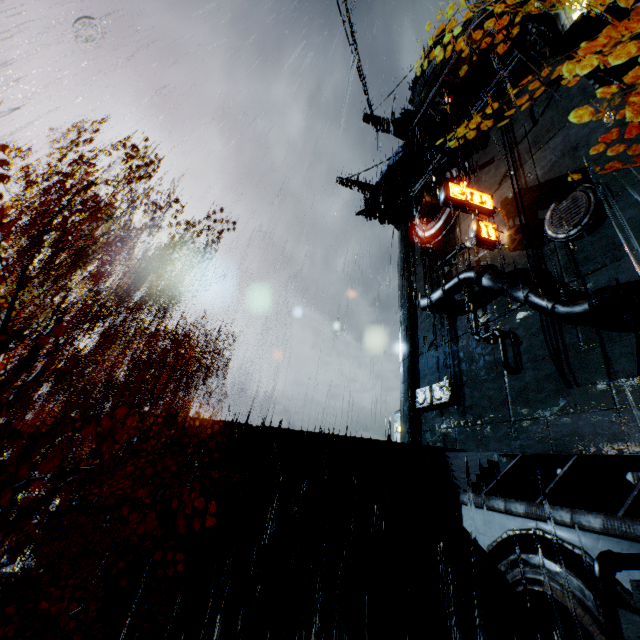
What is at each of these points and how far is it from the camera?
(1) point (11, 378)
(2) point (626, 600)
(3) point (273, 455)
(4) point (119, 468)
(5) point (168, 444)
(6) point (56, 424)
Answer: (1) tree, 6.3m
(2) building vent, 6.4m
(3) building, 15.2m
(4) building, 13.3m
(5) building, 14.2m
(6) sm, 13.0m

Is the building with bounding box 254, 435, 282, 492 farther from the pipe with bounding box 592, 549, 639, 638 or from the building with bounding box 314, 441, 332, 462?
the pipe with bounding box 592, 549, 639, 638

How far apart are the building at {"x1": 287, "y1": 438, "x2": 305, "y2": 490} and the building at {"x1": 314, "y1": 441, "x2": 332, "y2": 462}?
0.44m

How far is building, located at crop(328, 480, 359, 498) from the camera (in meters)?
15.31

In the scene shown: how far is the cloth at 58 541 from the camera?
22.7 meters

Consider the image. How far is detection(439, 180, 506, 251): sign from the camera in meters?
21.0

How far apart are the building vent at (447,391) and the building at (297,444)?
12.18m

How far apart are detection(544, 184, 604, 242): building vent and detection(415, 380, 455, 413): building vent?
11.14m
